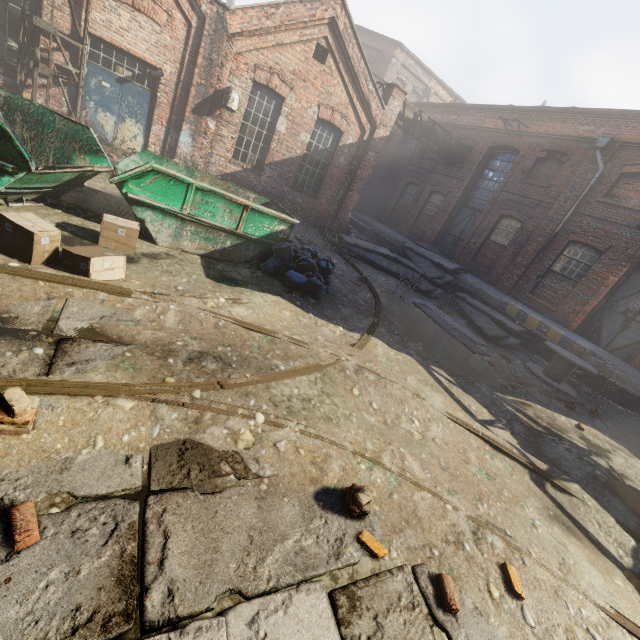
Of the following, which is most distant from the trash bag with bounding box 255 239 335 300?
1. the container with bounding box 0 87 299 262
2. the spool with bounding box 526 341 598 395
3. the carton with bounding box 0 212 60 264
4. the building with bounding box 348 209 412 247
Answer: the building with bounding box 348 209 412 247

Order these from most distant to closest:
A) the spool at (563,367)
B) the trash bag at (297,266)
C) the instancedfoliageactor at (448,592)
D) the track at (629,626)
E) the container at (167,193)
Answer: the spool at (563,367)
the trash bag at (297,266)
the container at (167,193)
the track at (629,626)
the instancedfoliageactor at (448,592)

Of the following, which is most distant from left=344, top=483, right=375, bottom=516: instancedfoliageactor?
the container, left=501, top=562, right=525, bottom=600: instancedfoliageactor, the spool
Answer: the spool

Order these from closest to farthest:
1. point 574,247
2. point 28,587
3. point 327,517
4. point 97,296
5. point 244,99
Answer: point 28,587
point 327,517
point 97,296
point 244,99
point 574,247

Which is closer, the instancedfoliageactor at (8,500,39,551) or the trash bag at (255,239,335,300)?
the instancedfoliageactor at (8,500,39,551)

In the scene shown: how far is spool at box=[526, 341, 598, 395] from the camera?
9.4m

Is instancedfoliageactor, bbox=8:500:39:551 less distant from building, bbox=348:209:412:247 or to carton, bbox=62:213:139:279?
carton, bbox=62:213:139:279

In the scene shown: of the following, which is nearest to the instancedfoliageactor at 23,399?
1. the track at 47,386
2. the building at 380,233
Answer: the track at 47,386
